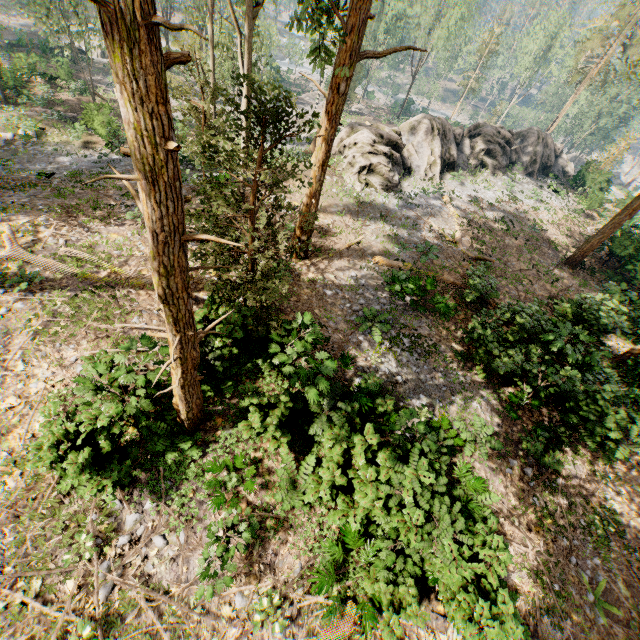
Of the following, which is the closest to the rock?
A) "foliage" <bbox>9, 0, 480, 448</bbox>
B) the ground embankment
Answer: "foliage" <bbox>9, 0, 480, 448</bbox>

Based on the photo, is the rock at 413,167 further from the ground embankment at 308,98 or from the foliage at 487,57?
the ground embankment at 308,98

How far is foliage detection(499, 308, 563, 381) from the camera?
11.96m

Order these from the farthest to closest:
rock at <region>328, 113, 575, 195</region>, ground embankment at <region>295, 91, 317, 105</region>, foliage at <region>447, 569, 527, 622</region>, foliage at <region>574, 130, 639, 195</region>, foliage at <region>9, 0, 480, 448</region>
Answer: ground embankment at <region>295, 91, 317, 105</region> → foliage at <region>574, 130, 639, 195</region> → rock at <region>328, 113, 575, 195</region> → foliage at <region>447, 569, 527, 622</region> → foliage at <region>9, 0, 480, 448</region>

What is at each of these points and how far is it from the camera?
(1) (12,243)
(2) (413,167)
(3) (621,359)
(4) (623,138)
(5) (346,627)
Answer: (1) foliage, 11.3m
(2) rock, 25.7m
(3) foliage, 16.4m
(4) foliage, 32.4m
(5) foliage, 7.2m

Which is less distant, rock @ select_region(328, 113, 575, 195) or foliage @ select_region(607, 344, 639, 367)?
foliage @ select_region(607, 344, 639, 367)

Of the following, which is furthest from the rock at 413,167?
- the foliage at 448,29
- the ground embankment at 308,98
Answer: the ground embankment at 308,98
